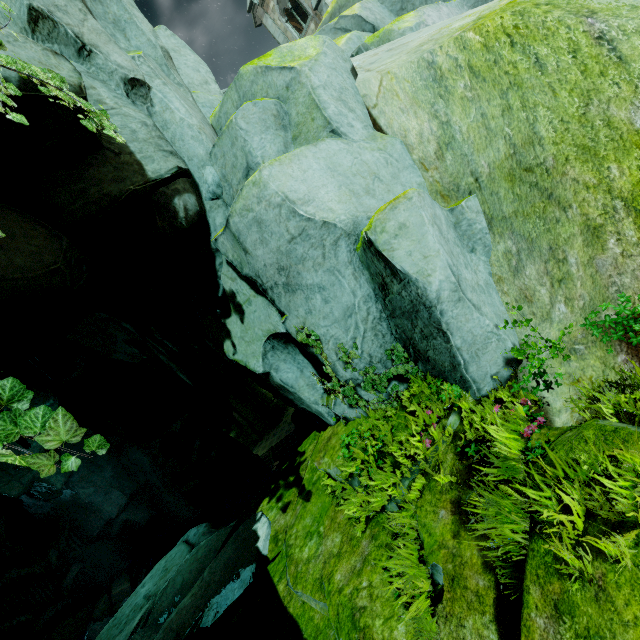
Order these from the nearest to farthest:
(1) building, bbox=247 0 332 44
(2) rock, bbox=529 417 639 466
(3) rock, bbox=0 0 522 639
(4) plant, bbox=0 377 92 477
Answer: (4) plant, bbox=0 377 92 477, (2) rock, bbox=529 417 639 466, (3) rock, bbox=0 0 522 639, (1) building, bbox=247 0 332 44

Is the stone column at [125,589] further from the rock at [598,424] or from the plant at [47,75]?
the plant at [47,75]

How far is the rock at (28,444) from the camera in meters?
7.8 m

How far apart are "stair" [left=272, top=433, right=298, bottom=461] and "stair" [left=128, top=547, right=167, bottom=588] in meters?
10.7 m

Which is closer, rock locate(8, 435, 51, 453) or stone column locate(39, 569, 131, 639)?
rock locate(8, 435, 51, 453)

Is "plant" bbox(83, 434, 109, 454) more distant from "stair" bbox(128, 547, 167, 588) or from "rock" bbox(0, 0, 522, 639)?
"stair" bbox(128, 547, 167, 588)

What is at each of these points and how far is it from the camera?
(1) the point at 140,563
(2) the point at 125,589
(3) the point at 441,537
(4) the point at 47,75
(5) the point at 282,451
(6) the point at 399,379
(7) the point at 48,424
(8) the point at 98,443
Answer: (1) stair, 19.19m
(2) stone column, 16.38m
(3) rock, 3.55m
(4) plant, 3.15m
(5) stair, 30.53m
(6) rock, 5.69m
(7) plant, 1.67m
(8) plant, 1.80m

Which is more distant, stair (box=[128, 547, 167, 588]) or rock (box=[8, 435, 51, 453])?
stair (box=[128, 547, 167, 588])
